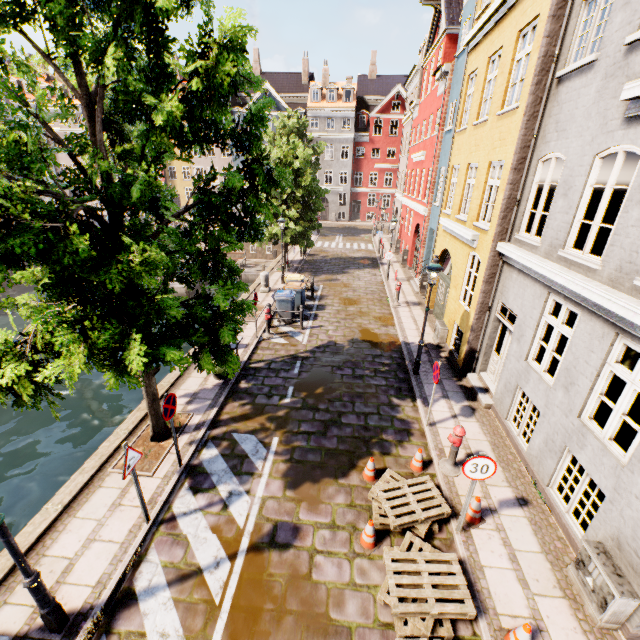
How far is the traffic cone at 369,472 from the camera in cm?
696

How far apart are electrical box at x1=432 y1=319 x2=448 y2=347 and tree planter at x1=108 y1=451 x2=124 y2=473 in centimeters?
893cm

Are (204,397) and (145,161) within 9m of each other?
yes

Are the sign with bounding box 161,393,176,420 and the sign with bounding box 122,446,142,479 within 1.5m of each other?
yes

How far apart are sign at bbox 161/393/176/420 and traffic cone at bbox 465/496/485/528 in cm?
606

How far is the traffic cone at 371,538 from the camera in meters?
5.7 m

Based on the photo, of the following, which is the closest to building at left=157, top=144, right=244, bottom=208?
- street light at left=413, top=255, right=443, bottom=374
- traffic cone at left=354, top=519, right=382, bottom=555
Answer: street light at left=413, top=255, right=443, bottom=374

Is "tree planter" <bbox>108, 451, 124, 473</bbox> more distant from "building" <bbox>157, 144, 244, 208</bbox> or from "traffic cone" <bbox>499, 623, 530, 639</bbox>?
"building" <bbox>157, 144, 244, 208</bbox>
